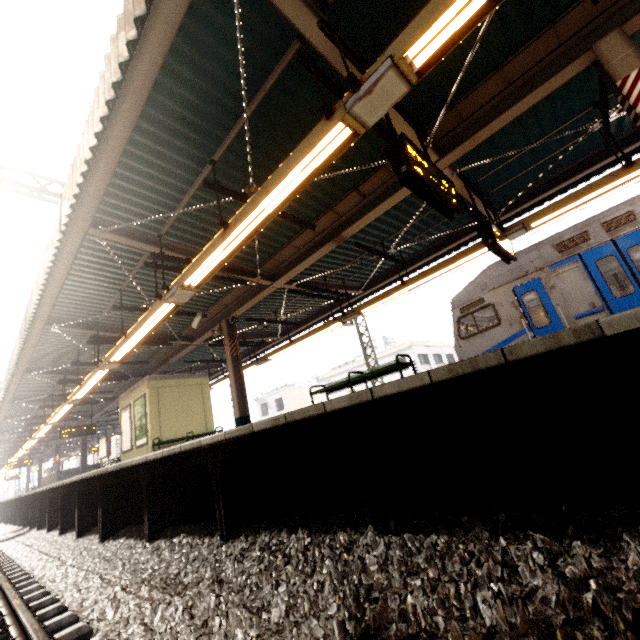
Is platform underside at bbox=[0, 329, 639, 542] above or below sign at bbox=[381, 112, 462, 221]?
below

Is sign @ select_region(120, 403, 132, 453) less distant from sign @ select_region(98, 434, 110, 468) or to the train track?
the train track

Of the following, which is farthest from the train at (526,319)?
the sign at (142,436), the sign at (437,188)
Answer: the sign at (142,436)

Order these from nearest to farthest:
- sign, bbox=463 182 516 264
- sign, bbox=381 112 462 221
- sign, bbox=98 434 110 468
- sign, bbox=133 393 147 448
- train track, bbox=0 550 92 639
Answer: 1. train track, bbox=0 550 92 639
2. sign, bbox=381 112 462 221
3. sign, bbox=463 182 516 264
4. sign, bbox=133 393 147 448
5. sign, bbox=98 434 110 468

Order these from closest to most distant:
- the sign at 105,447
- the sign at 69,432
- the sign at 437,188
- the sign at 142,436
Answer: the sign at 437,188
the sign at 142,436
the sign at 69,432
the sign at 105,447

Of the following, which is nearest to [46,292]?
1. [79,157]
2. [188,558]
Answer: [79,157]

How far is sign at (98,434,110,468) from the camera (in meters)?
17.66

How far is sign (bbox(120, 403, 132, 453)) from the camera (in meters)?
12.47
